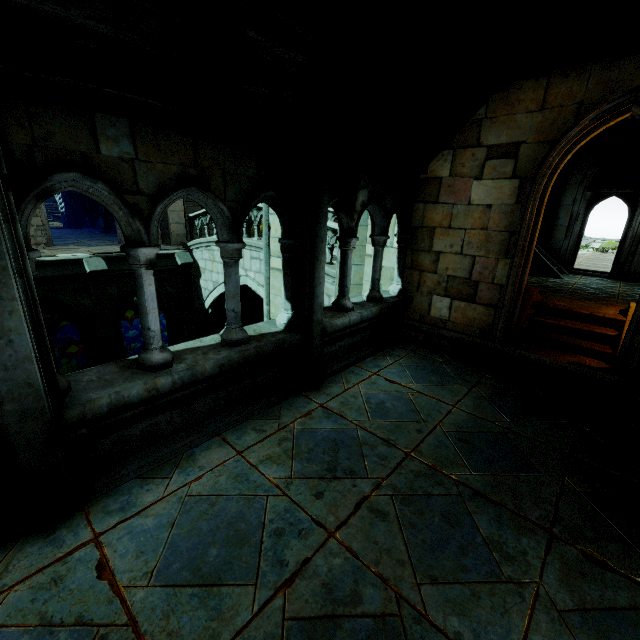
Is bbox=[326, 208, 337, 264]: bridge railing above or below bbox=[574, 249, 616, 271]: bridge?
above

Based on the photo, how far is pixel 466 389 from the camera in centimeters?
513cm

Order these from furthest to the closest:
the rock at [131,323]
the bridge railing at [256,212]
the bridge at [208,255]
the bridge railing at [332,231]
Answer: the rock at [131,323] → the bridge at [208,255] → the bridge railing at [256,212] → the bridge railing at [332,231]

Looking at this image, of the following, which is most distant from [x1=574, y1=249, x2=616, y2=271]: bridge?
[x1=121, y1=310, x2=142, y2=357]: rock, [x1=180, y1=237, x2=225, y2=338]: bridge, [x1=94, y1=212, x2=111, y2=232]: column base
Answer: [x1=121, y1=310, x2=142, y2=357]: rock

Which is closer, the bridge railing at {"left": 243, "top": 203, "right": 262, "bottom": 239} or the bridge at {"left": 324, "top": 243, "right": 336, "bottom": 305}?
the bridge at {"left": 324, "top": 243, "right": 336, "bottom": 305}

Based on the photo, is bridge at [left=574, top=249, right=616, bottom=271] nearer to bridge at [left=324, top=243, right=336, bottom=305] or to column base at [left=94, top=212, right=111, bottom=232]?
bridge at [left=324, top=243, right=336, bottom=305]

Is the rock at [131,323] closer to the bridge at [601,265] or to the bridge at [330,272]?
the bridge at [330,272]

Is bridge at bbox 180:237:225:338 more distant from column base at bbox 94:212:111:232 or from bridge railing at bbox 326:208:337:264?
column base at bbox 94:212:111:232
